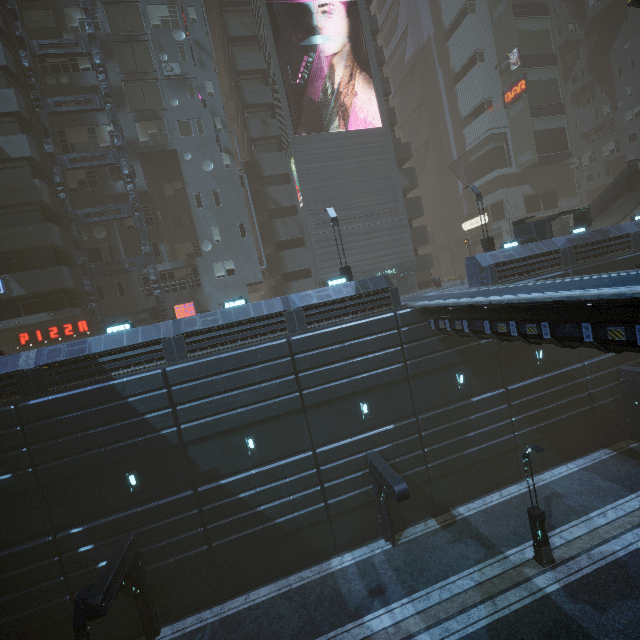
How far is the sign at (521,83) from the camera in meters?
38.2

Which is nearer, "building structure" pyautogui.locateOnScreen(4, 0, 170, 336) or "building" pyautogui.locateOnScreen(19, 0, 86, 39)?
"building structure" pyautogui.locateOnScreen(4, 0, 170, 336)

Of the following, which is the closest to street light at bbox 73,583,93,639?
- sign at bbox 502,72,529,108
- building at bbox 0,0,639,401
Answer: building at bbox 0,0,639,401

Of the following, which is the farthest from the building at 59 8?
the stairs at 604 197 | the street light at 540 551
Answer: the street light at 540 551

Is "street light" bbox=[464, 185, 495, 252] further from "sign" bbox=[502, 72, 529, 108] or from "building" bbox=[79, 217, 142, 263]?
"sign" bbox=[502, 72, 529, 108]

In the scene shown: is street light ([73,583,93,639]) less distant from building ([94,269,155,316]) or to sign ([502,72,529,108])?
building ([94,269,155,316])

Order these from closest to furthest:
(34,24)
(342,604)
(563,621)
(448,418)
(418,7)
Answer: (563,621) < (342,604) < (448,418) < (34,24) < (418,7)

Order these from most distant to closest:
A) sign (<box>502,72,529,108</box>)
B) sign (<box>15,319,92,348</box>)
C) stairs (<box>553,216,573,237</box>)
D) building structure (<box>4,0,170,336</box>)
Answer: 1. sign (<box>502,72,529,108</box>)
2. stairs (<box>553,216,573,237</box>)
3. sign (<box>15,319,92,348</box>)
4. building structure (<box>4,0,170,336</box>)
